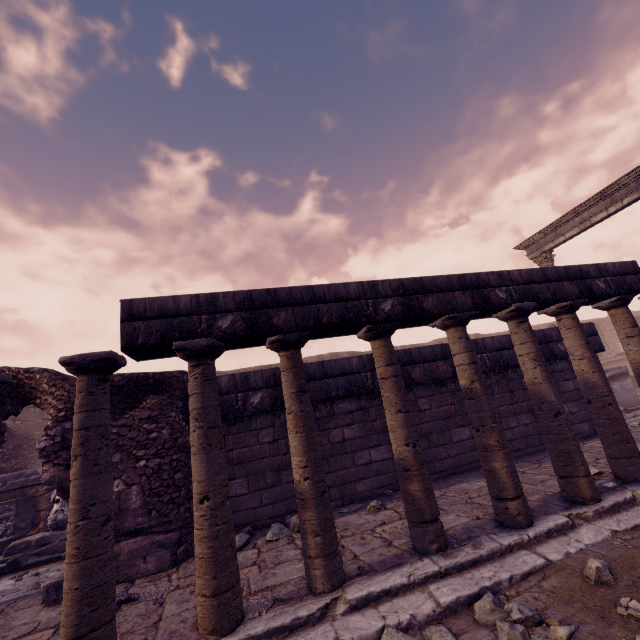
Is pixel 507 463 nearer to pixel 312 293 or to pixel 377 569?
pixel 377 569

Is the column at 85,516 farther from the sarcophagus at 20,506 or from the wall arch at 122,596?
the sarcophagus at 20,506

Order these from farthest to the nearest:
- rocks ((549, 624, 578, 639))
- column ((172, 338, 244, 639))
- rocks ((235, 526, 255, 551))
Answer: rocks ((235, 526, 255, 551)) < column ((172, 338, 244, 639)) < rocks ((549, 624, 578, 639))

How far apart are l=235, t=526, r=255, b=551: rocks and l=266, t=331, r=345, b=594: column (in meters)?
1.70

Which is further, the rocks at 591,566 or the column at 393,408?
the column at 393,408

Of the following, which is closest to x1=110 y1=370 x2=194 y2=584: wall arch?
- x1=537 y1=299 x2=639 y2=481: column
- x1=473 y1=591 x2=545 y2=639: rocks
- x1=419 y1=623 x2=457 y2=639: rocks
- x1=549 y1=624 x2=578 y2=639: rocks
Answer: x1=419 y1=623 x2=457 y2=639: rocks

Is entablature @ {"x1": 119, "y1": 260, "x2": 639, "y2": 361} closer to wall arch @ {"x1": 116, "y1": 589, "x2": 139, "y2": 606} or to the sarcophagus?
wall arch @ {"x1": 116, "y1": 589, "x2": 139, "y2": 606}

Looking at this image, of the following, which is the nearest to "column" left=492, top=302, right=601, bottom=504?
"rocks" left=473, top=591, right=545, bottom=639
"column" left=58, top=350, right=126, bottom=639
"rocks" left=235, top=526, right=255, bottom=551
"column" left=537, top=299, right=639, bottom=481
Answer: "column" left=537, top=299, right=639, bottom=481
